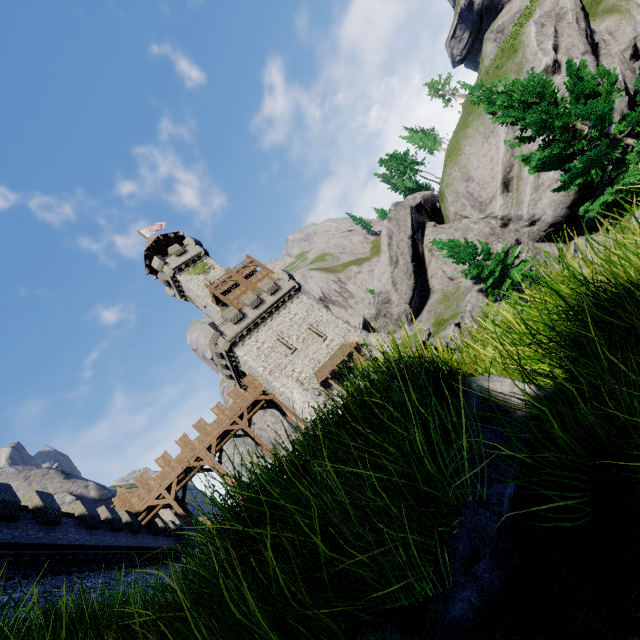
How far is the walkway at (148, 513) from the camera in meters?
26.4

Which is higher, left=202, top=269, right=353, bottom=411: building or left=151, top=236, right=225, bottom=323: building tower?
left=151, top=236, right=225, bottom=323: building tower

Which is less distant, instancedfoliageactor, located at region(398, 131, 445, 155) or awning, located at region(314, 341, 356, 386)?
awning, located at region(314, 341, 356, 386)

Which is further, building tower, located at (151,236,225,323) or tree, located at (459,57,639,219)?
building tower, located at (151,236,225,323)

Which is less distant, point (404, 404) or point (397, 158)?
point (404, 404)

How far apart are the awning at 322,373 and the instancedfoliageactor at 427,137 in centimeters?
3487cm

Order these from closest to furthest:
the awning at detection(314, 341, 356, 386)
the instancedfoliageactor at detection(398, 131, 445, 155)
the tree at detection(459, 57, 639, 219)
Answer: the tree at detection(459, 57, 639, 219)
the awning at detection(314, 341, 356, 386)
the instancedfoliageactor at detection(398, 131, 445, 155)

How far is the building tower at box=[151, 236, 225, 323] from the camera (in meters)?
39.84
